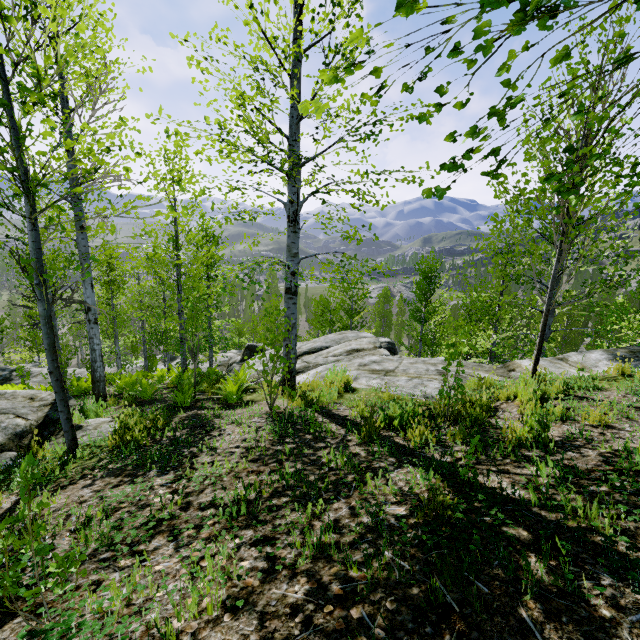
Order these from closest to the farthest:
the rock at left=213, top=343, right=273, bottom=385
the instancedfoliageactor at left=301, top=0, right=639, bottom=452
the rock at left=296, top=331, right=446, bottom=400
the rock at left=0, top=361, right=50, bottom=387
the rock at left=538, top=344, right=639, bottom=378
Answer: the instancedfoliageactor at left=301, top=0, right=639, bottom=452 → the rock at left=538, top=344, right=639, bottom=378 → the rock at left=296, top=331, right=446, bottom=400 → the rock at left=213, top=343, right=273, bottom=385 → the rock at left=0, top=361, right=50, bottom=387

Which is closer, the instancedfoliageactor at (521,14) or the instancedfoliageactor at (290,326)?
the instancedfoliageactor at (521,14)

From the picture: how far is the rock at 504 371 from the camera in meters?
6.6

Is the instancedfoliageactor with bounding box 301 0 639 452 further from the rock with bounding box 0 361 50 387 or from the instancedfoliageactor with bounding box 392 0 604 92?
the instancedfoliageactor with bounding box 392 0 604 92

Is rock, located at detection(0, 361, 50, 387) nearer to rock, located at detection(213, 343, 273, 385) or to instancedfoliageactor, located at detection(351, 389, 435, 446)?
instancedfoliageactor, located at detection(351, 389, 435, 446)

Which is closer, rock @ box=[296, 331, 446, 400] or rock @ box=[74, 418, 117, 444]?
rock @ box=[74, 418, 117, 444]

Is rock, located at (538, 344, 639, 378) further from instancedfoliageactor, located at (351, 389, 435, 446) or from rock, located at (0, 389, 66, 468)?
rock, located at (0, 389, 66, 468)

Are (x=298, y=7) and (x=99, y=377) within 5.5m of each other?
no
